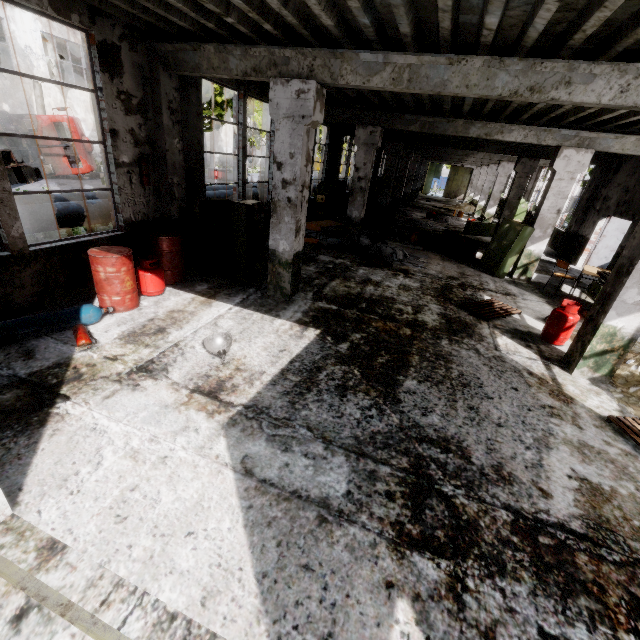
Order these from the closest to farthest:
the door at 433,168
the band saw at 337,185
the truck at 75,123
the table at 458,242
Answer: the table at 458,242 → the band saw at 337,185 → the truck at 75,123 → the door at 433,168

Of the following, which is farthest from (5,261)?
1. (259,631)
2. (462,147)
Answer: (462,147)

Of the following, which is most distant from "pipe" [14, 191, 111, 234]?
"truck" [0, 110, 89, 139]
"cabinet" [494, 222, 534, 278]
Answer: "cabinet" [494, 222, 534, 278]

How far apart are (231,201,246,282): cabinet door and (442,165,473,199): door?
42.1m

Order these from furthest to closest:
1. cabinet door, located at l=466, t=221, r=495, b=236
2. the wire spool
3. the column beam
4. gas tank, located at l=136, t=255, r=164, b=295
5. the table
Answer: the wire spool
cabinet door, located at l=466, t=221, r=495, b=236
the table
gas tank, located at l=136, t=255, r=164, b=295
the column beam

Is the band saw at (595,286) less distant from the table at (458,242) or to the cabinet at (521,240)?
the cabinet at (521,240)

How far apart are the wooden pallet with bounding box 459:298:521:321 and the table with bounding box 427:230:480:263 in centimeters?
369cm

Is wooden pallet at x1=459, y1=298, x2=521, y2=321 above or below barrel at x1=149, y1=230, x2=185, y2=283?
below
